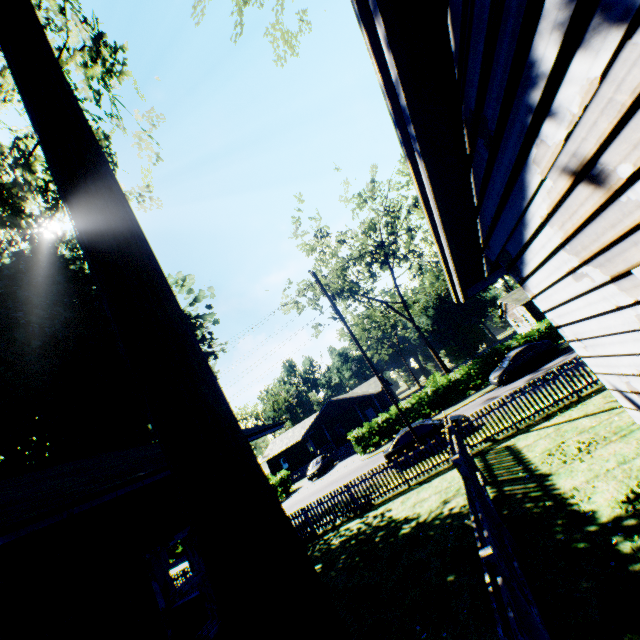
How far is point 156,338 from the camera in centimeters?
350cm

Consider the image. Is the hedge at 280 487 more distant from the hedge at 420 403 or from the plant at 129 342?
the plant at 129 342

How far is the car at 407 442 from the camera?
16.7m

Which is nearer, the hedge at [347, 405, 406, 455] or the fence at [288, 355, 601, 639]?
the fence at [288, 355, 601, 639]

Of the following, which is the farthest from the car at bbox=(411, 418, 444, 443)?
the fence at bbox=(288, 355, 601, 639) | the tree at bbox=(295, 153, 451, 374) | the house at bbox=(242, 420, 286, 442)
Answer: the tree at bbox=(295, 153, 451, 374)

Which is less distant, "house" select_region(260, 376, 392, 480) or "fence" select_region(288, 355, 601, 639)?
"fence" select_region(288, 355, 601, 639)

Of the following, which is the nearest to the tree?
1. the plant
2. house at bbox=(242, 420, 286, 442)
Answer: the plant

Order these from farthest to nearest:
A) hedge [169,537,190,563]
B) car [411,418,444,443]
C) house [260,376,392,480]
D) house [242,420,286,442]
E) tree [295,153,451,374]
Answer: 1. house [260,376,392,480]
2. hedge [169,537,190,563]
3. tree [295,153,451,374]
4. car [411,418,444,443]
5. house [242,420,286,442]
